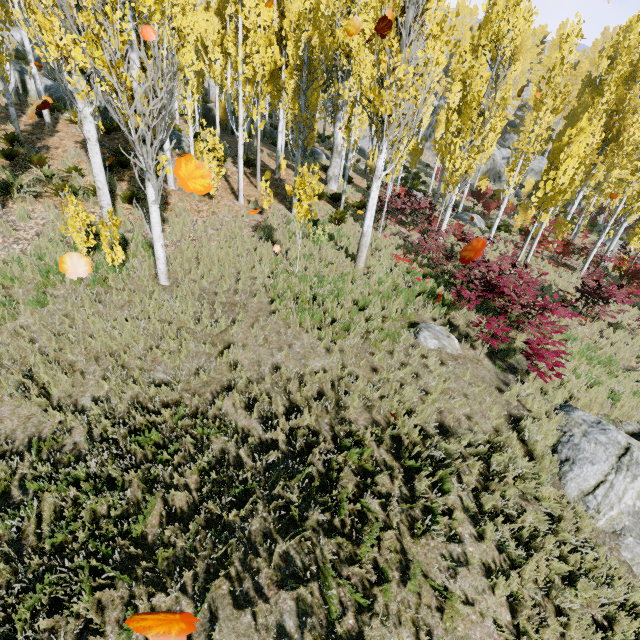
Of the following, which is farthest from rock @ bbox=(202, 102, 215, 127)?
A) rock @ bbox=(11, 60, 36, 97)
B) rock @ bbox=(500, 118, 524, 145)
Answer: rock @ bbox=(500, 118, 524, 145)

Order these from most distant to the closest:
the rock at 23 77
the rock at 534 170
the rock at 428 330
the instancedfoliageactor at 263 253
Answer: the rock at 534 170 < the rock at 23 77 < the instancedfoliageactor at 263 253 < the rock at 428 330

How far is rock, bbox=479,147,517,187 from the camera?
38.05m

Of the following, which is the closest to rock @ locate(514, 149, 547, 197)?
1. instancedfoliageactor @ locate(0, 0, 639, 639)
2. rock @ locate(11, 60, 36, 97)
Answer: instancedfoliageactor @ locate(0, 0, 639, 639)

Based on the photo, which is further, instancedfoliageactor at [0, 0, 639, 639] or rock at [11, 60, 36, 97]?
rock at [11, 60, 36, 97]

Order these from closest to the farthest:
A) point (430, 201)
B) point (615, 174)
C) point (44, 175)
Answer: point (44, 175)
point (615, 174)
point (430, 201)

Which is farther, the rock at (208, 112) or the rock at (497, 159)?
the rock at (497, 159)

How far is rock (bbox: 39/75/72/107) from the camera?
18.59m
